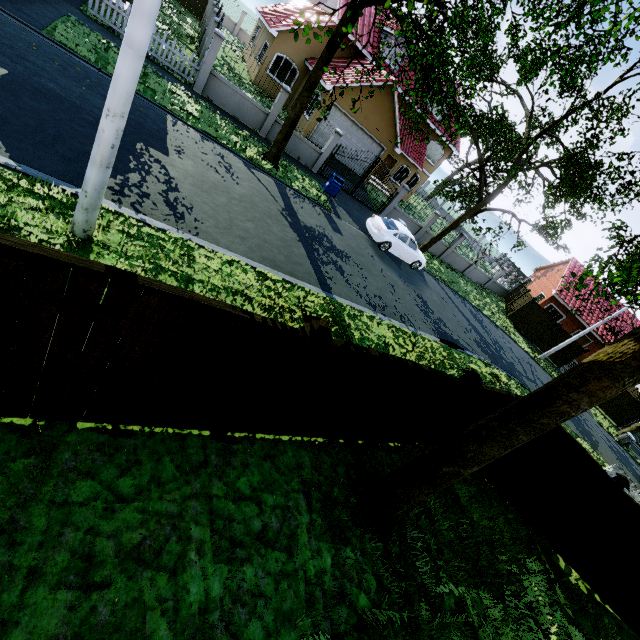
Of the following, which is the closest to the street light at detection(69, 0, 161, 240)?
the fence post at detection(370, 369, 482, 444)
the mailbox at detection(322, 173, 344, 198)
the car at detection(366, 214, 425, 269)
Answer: the fence post at detection(370, 369, 482, 444)

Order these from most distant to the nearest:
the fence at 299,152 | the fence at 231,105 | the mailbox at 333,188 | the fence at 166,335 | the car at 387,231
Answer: the fence at 299,152
the car at 387,231
the mailbox at 333,188
the fence at 231,105
the fence at 166,335

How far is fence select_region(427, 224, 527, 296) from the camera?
25.4m

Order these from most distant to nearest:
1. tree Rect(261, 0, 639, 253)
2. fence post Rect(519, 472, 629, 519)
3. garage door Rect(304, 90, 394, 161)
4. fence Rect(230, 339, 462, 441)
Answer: garage door Rect(304, 90, 394, 161)
tree Rect(261, 0, 639, 253)
fence post Rect(519, 472, 629, 519)
fence Rect(230, 339, 462, 441)

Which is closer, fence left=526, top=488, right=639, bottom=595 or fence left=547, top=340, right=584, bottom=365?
fence left=526, top=488, right=639, bottom=595

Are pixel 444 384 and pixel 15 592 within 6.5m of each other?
yes

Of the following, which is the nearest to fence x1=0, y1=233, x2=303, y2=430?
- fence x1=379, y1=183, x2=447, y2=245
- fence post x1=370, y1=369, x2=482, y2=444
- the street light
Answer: fence post x1=370, y1=369, x2=482, y2=444

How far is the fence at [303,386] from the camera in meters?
4.1
